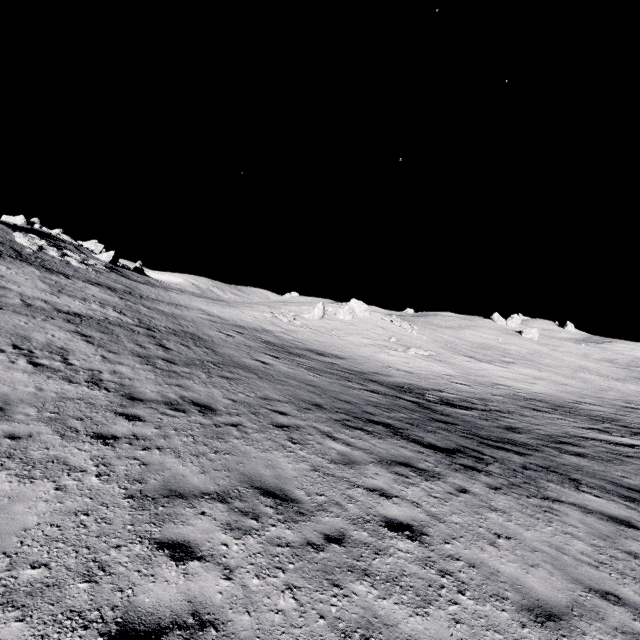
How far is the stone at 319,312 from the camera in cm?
4288

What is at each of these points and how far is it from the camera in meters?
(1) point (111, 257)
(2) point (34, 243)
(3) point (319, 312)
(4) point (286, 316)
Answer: (1) stone, 46.7 m
(2) stone, 31.9 m
(3) stone, 42.7 m
(4) stone, 39.2 m

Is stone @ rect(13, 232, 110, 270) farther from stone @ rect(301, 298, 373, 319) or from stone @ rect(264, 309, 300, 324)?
stone @ rect(301, 298, 373, 319)

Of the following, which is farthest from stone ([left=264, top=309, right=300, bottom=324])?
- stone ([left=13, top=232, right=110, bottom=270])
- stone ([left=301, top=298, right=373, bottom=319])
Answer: stone ([left=13, top=232, right=110, bottom=270])

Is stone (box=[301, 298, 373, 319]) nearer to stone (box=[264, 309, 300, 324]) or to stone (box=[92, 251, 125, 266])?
stone (box=[264, 309, 300, 324])

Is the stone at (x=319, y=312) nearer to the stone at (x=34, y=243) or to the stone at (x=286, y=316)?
the stone at (x=286, y=316)

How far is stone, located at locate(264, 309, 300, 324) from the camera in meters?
38.3
